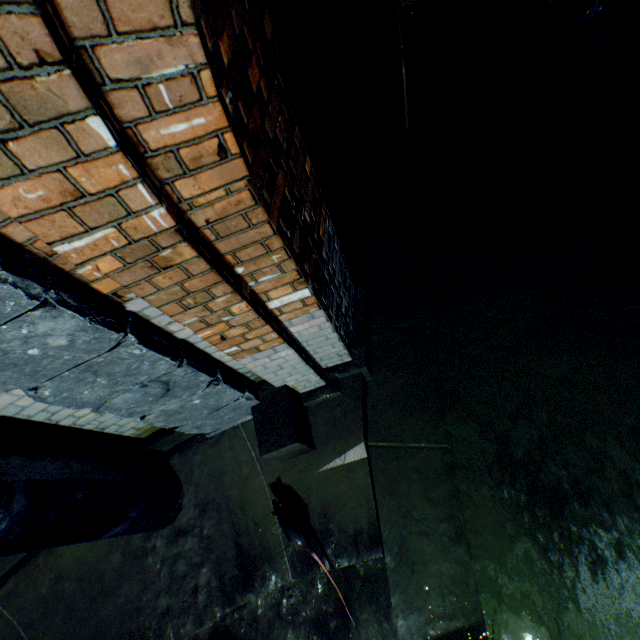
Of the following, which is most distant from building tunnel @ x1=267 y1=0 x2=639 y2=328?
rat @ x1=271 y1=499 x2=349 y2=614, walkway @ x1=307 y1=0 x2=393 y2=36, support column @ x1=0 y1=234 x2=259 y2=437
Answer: rat @ x1=271 y1=499 x2=349 y2=614

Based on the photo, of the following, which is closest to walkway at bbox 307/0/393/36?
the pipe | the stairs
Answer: the stairs

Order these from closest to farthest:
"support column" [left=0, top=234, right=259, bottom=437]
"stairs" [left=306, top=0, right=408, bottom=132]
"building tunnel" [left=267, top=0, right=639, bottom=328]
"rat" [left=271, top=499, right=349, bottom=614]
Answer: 1. "support column" [left=0, top=234, right=259, bottom=437]
2. "rat" [left=271, top=499, right=349, bottom=614]
3. "building tunnel" [left=267, top=0, right=639, bottom=328]
4. "stairs" [left=306, top=0, right=408, bottom=132]

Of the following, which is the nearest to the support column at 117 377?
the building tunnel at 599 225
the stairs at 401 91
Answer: the building tunnel at 599 225

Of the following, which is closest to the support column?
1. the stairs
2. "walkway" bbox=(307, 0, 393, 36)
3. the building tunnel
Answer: the building tunnel

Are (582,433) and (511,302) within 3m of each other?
yes

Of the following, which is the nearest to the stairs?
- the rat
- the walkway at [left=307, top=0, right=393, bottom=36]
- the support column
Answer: the walkway at [left=307, top=0, right=393, bottom=36]

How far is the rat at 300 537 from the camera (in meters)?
2.51
